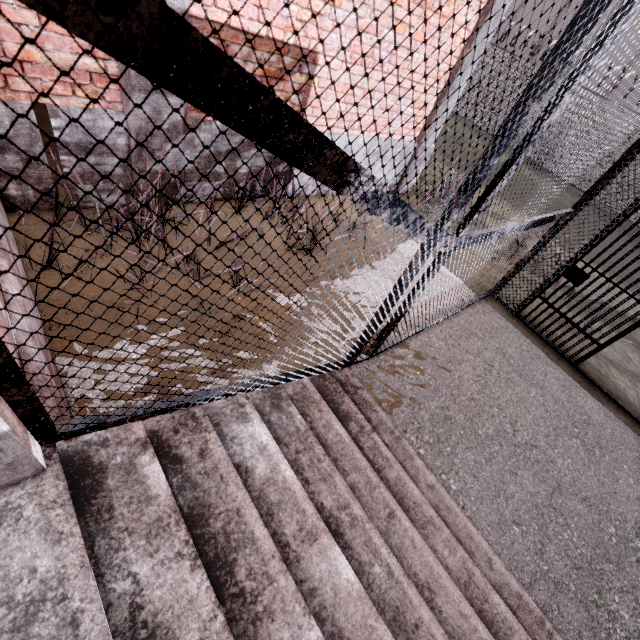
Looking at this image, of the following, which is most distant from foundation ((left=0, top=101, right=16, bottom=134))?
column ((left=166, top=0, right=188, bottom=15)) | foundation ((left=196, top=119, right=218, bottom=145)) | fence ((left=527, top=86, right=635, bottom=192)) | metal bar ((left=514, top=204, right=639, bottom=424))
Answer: fence ((left=527, top=86, right=635, bottom=192))

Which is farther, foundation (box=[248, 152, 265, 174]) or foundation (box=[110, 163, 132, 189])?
foundation (box=[248, 152, 265, 174])

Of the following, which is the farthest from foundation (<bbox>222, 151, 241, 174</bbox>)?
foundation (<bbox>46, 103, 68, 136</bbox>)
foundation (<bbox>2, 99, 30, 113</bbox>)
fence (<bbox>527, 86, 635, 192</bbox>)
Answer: fence (<bbox>527, 86, 635, 192</bbox>)

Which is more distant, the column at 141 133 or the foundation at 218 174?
the foundation at 218 174

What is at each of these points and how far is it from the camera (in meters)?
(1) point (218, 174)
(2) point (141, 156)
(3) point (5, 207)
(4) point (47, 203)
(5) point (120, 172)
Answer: (1) foundation, 4.14
(2) column, 3.42
(3) foundation, 3.08
(4) foundation, 3.26
(5) foundation, 3.45

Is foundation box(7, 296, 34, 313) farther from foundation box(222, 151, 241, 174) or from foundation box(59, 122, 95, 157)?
foundation box(222, 151, 241, 174)

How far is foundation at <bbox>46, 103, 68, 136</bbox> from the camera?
2.8 meters

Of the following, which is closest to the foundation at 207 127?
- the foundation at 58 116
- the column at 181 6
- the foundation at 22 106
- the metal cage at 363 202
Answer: the column at 181 6
